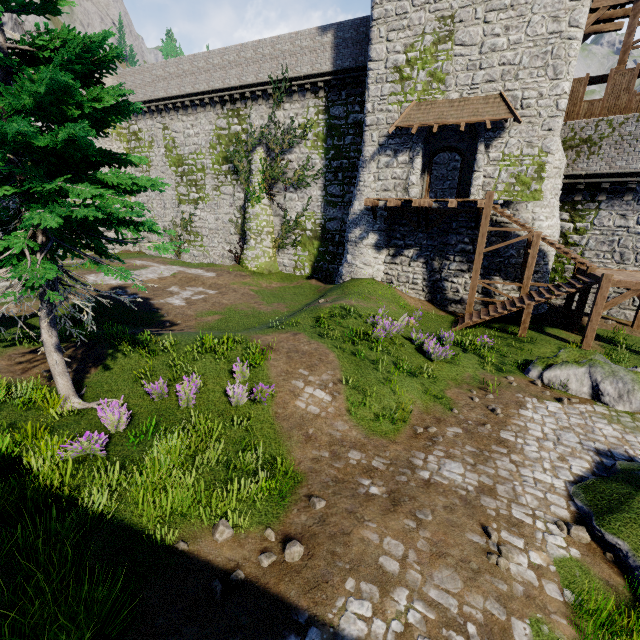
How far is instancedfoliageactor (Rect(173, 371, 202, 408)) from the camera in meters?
8.0 m

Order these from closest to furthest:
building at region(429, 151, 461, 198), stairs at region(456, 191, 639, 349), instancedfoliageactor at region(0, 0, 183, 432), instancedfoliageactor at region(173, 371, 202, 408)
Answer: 1. instancedfoliageactor at region(0, 0, 183, 432)
2. instancedfoliageactor at region(173, 371, 202, 408)
3. stairs at region(456, 191, 639, 349)
4. building at region(429, 151, 461, 198)

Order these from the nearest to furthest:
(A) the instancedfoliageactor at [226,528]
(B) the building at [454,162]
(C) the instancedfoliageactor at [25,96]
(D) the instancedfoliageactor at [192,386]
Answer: (A) the instancedfoliageactor at [226,528] < (C) the instancedfoliageactor at [25,96] < (D) the instancedfoliageactor at [192,386] < (B) the building at [454,162]

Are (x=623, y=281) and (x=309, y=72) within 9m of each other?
no

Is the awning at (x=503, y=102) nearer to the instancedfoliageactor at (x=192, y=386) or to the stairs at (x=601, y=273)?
the stairs at (x=601, y=273)

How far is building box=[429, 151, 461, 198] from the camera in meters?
A: 24.1

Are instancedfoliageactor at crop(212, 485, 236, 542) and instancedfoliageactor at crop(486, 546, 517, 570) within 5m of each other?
yes

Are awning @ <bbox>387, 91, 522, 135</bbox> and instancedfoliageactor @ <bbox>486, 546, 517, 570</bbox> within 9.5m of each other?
no
